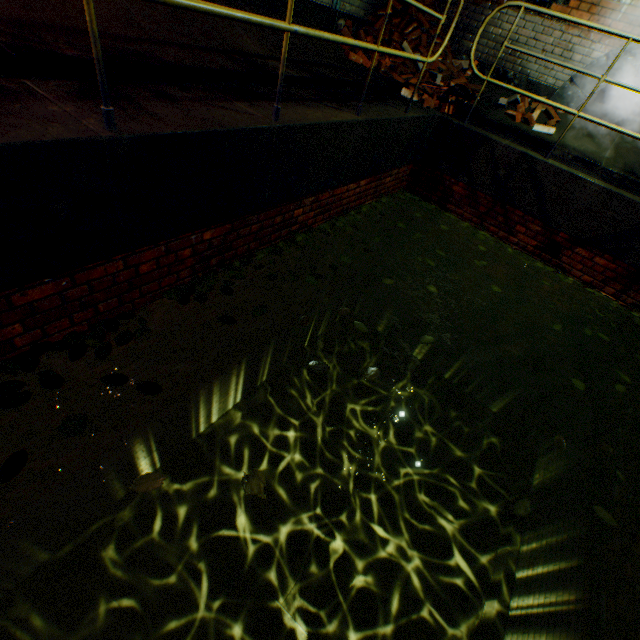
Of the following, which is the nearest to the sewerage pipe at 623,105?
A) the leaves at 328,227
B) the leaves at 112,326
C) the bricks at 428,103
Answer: the bricks at 428,103

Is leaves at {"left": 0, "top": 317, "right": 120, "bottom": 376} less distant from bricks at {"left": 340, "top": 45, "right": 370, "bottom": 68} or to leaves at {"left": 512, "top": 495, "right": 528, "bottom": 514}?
leaves at {"left": 512, "top": 495, "right": 528, "bottom": 514}

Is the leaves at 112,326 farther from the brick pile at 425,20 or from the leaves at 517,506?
the brick pile at 425,20

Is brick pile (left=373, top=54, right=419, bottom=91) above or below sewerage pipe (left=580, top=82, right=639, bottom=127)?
below

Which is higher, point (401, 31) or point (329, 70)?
point (401, 31)

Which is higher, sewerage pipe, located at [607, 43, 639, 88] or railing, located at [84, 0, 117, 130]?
sewerage pipe, located at [607, 43, 639, 88]

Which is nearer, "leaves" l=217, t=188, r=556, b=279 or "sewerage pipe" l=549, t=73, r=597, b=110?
"leaves" l=217, t=188, r=556, b=279

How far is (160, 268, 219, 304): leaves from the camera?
2.6 meters
